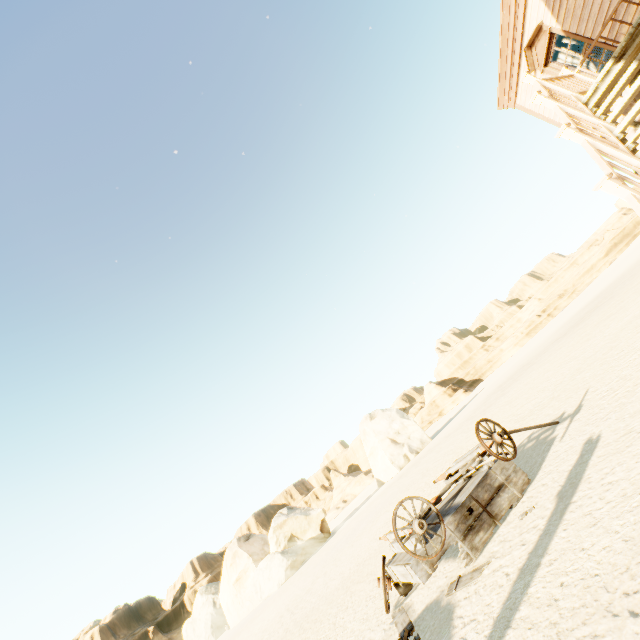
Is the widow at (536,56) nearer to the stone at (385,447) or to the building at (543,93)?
the building at (543,93)

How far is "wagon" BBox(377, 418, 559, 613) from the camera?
4.1 meters

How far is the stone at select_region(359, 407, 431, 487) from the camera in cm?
3512

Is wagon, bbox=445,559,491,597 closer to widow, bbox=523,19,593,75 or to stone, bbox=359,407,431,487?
widow, bbox=523,19,593,75

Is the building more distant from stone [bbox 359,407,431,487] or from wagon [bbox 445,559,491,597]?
stone [bbox 359,407,431,487]

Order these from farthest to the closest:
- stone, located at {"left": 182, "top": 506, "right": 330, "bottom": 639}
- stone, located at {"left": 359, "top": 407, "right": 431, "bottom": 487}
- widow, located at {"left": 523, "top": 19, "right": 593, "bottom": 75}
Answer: stone, located at {"left": 359, "top": 407, "right": 431, "bottom": 487}, stone, located at {"left": 182, "top": 506, "right": 330, "bottom": 639}, widow, located at {"left": 523, "top": 19, "right": 593, "bottom": 75}

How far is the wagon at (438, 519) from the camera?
4.1 meters

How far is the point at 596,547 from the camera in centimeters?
271cm
